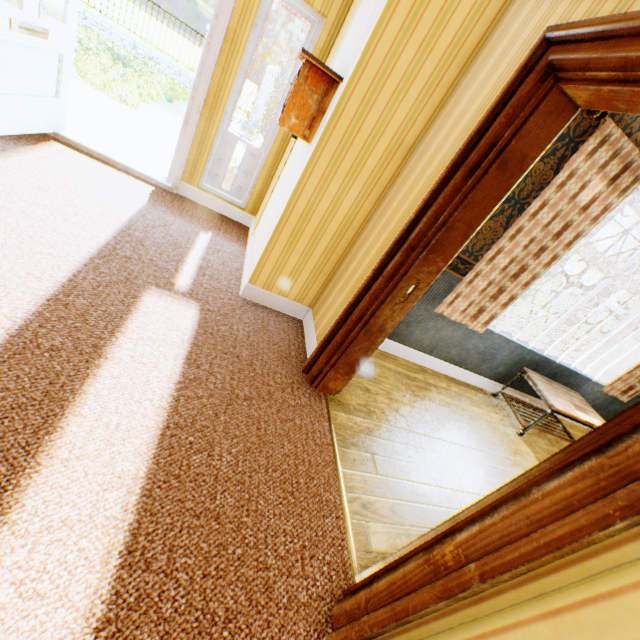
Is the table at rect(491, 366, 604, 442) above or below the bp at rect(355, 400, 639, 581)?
below

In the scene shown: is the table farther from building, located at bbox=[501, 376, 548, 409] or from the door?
the door

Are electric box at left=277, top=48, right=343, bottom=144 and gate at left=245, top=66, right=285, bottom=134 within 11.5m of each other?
no

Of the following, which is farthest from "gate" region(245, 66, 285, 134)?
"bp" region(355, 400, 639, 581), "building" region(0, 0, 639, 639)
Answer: "bp" region(355, 400, 639, 581)

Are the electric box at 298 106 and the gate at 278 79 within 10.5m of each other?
no

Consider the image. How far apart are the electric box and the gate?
13.2 meters

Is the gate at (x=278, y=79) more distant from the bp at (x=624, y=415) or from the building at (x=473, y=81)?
the bp at (x=624, y=415)

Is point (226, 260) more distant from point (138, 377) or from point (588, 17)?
point (588, 17)
